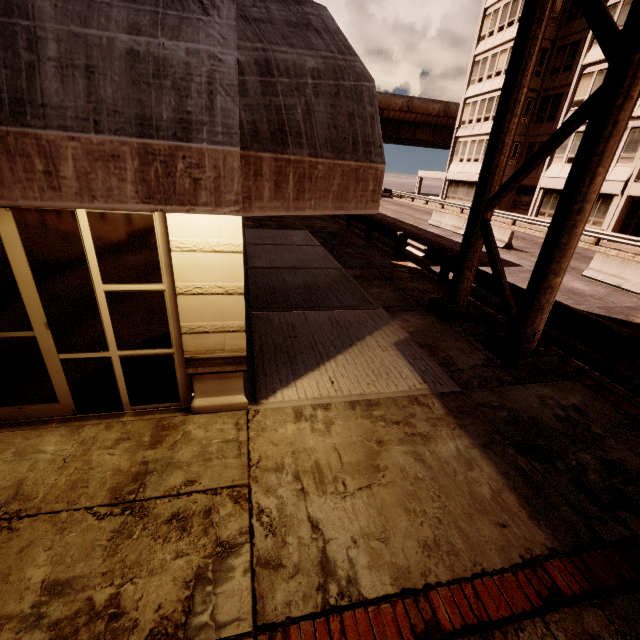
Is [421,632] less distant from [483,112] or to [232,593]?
[232,593]

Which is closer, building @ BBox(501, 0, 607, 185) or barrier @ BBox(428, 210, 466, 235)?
barrier @ BBox(428, 210, 466, 235)

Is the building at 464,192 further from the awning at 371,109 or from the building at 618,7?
the awning at 371,109

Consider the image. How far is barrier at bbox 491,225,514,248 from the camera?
17.4 meters

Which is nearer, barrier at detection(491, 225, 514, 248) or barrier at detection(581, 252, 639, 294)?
barrier at detection(581, 252, 639, 294)

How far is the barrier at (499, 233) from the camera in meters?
17.4

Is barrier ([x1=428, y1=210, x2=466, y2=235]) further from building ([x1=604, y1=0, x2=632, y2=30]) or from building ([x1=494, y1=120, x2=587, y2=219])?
building ([x1=494, y1=120, x2=587, y2=219])
